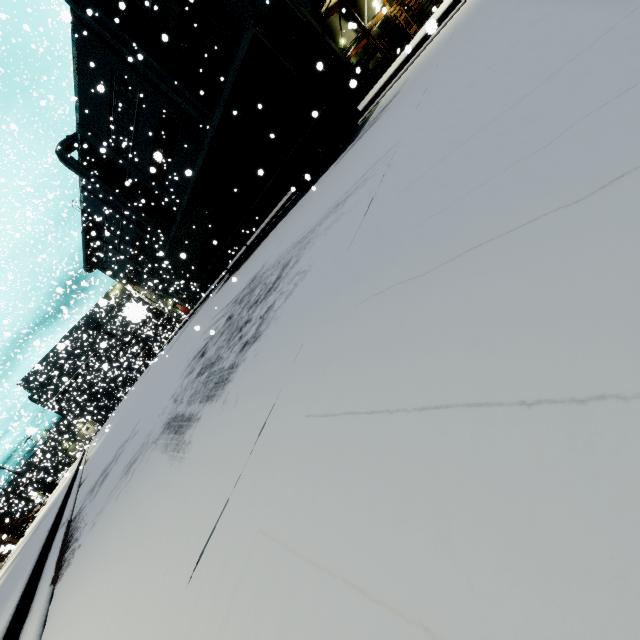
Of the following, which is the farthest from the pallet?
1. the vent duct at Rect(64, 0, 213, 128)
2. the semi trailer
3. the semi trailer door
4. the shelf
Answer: the semi trailer door

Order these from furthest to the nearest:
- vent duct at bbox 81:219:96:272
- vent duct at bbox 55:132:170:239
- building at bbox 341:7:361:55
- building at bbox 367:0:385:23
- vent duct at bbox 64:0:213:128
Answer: vent duct at bbox 81:219:96:272, vent duct at bbox 55:132:170:239, building at bbox 367:0:385:23, vent duct at bbox 64:0:213:128, building at bbox 341:7:361:55

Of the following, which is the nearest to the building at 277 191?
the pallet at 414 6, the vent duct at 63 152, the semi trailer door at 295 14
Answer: the vent duct at 63 152

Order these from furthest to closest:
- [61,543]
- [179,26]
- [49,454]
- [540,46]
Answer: [179,26]
[49,454]
[61,543]
[540,46]

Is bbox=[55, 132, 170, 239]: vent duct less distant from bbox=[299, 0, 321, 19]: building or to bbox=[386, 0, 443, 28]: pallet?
bbox=[299, 0, 321, 19]: building

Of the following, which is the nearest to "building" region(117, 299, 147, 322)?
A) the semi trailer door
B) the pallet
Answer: the pallet

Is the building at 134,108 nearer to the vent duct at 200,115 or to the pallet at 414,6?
the vent duct at 200,115

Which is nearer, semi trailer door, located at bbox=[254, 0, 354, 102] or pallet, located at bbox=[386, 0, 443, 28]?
semi trailer door, located at bbox=[254, 0, 354, 102]
